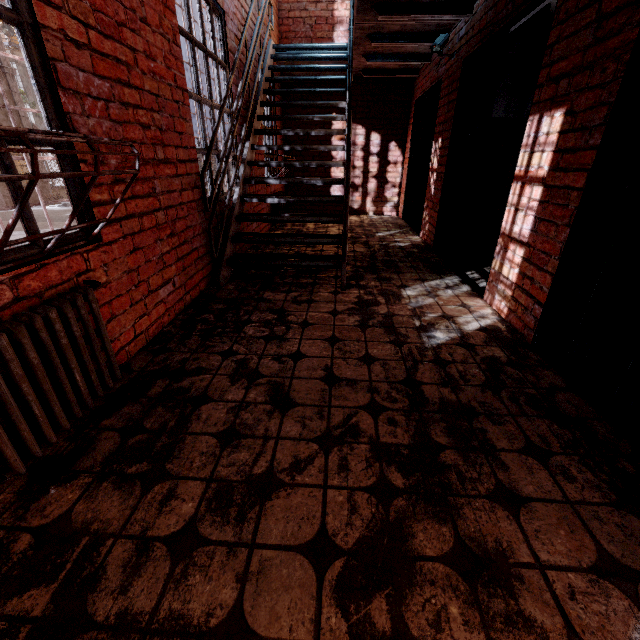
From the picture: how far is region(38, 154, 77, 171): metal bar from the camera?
1.7 meters

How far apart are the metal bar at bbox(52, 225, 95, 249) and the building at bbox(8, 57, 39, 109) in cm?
4354

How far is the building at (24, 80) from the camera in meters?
29.4 m

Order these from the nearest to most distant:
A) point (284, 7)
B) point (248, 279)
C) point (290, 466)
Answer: point (290, 466), point (248, 279), point (284, 7)

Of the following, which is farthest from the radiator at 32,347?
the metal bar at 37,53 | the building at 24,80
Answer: the building at 24,80

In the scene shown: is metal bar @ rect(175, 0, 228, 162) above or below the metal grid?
above

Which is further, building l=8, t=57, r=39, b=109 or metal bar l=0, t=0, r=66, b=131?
building l=8, t=57, r=39, b=109
